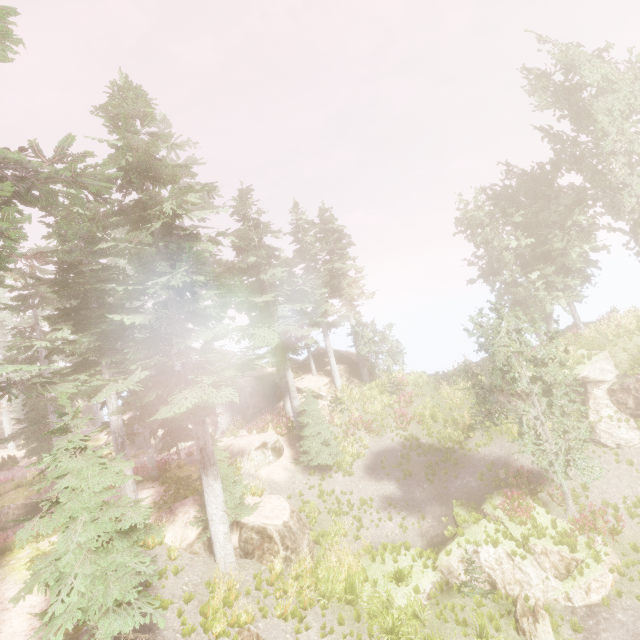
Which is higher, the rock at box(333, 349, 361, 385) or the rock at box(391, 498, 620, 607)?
the rock at box(333, 349, 361, 385)

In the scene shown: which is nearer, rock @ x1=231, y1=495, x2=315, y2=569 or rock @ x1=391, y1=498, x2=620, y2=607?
rock @ x1=391, y1=498, x2=620, y2=607

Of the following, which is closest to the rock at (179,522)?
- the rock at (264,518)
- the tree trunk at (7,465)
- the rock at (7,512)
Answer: the rock at (264,518)

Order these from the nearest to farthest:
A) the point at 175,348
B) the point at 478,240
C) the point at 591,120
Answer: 1. the point at 591,120
2. the point at 478,240
3. the point at 175,348

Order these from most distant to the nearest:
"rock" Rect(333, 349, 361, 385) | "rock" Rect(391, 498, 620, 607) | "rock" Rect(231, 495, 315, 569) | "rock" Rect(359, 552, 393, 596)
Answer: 1. "rock" Rect(333, 349, 361, 385)
2. "rock" Rect(231, 495, 315, 569)
3. "rock" Rect(359, 552, 393, 596)
4. "rock" Rect(391, 498, 620, 607)

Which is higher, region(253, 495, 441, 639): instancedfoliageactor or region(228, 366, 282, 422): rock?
region(228, 366, 282, 422): rock

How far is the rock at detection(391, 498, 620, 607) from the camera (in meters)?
11.32

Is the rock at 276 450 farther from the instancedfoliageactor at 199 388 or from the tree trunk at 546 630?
the tree trunk at 546 630
